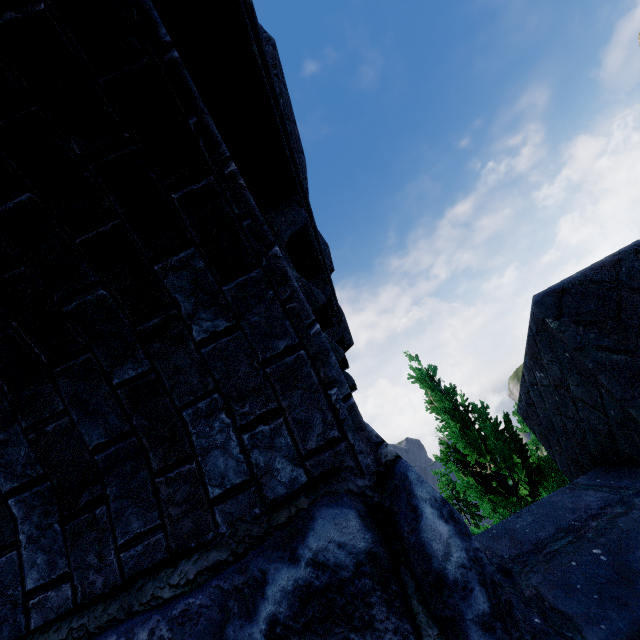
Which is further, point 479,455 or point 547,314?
point 479,455

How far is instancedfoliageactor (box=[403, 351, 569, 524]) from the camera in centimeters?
630cm

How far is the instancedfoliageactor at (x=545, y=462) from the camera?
6.3m

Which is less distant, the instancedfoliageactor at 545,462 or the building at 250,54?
the building at 250,54

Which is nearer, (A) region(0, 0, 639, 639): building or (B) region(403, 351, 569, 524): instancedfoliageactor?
(A) region(0, 0, 639, 639): building
